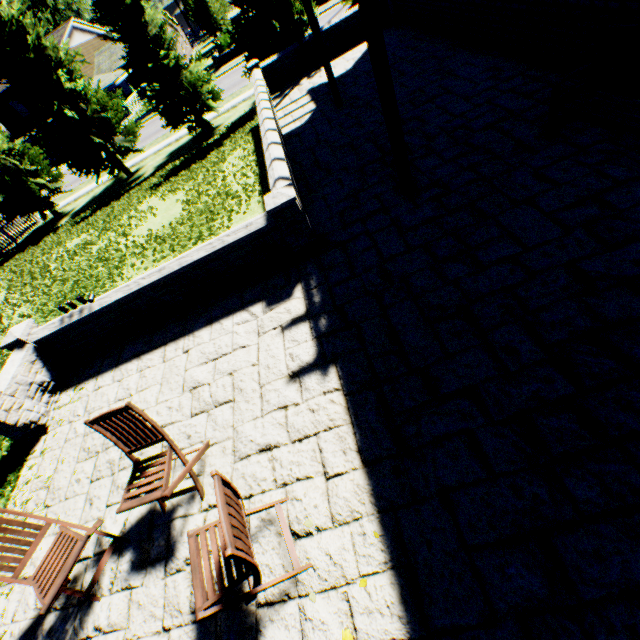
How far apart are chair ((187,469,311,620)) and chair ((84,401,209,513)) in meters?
0.5

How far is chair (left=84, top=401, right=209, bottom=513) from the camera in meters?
2.9

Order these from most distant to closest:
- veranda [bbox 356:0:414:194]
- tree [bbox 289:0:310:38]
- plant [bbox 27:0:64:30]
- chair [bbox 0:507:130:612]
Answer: plant [bbox 27:0:64:30]
tree [bbox 289:0:310:38]
veranda [bbox 356:0:414:194]
chair [bbox 0:507:130:612]

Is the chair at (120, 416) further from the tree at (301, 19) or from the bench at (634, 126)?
the tree at (301, 19)

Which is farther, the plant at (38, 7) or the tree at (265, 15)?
the plant at (38, 7)

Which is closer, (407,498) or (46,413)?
(407,498)

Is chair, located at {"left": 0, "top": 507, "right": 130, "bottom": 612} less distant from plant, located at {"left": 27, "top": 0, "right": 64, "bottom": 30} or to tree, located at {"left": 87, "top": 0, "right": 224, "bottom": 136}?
A: tree, located at {"left": 87, "top": 0, "right": 224, "bottom": 136}

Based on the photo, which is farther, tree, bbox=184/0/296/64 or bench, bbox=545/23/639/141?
tree, bbox=184/0/296/64
